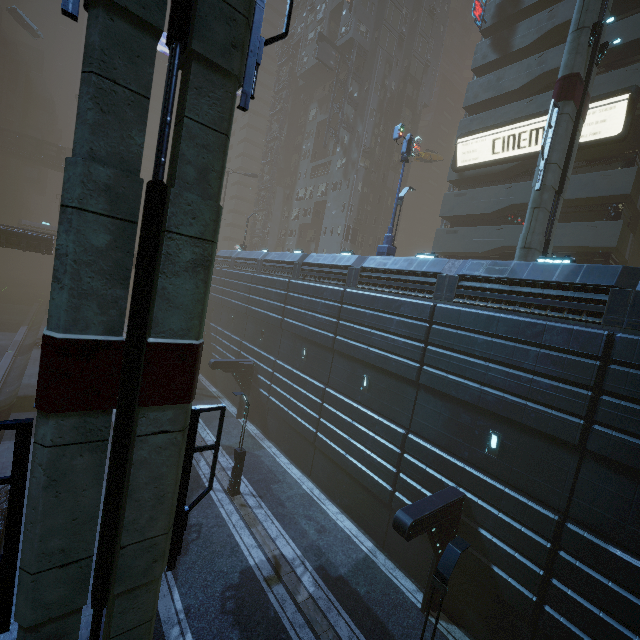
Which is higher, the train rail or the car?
the car

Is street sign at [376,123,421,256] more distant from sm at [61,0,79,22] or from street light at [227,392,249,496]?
sm at [61,0,79,22]

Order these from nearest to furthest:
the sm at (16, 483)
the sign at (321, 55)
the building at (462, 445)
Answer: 1. the sm at (16, 483)
2. the building at (462, 445)
3. the sign at (321, 55)

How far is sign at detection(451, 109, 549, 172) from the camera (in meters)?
21.66

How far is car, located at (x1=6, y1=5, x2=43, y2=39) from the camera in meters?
47.1

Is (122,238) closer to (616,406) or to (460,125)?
(616,406)

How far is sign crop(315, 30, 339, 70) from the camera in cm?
3856

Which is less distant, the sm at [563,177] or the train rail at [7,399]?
the sm at [563,177]
